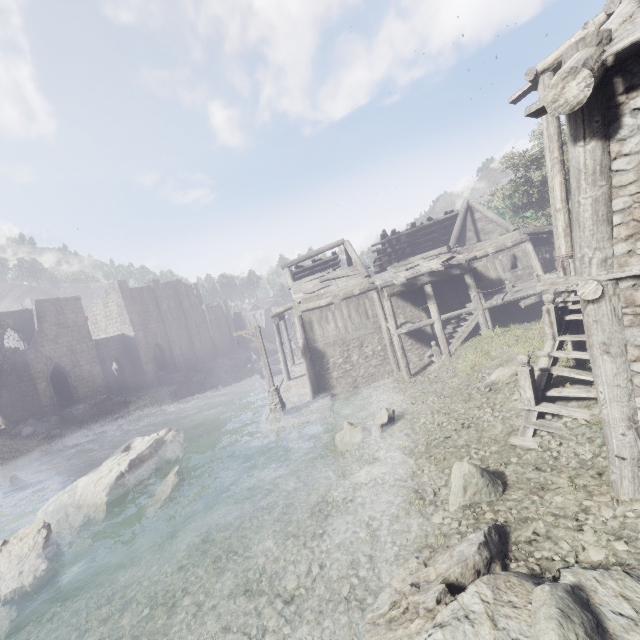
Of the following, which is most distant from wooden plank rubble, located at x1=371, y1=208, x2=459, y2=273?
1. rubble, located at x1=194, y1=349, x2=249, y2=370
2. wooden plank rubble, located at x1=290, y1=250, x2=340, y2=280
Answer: rubble, located at x1=194, y1=349, x2=249, y2=370

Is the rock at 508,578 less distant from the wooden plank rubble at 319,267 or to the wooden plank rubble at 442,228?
the wooden plank rubble at 442,228

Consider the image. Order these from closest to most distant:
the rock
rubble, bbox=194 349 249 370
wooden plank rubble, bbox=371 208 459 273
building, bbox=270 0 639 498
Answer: the rock
building, bbox=270 0 639 498
wooden plank rubble, bbox=371 208 459 273
rubble, bbox=194 349 249 370

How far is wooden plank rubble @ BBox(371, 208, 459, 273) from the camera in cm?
2388

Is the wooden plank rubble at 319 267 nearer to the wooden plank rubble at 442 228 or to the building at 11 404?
the building at 11 404

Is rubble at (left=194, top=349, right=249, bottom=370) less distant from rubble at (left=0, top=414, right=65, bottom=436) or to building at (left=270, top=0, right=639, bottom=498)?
building at (left=270, top=0, right=639, bottom=498)

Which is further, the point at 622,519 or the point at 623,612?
the point at 622,519

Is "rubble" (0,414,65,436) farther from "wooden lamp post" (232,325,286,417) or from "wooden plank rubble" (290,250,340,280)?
"wooden plank rubble" (290,250,340,280)
